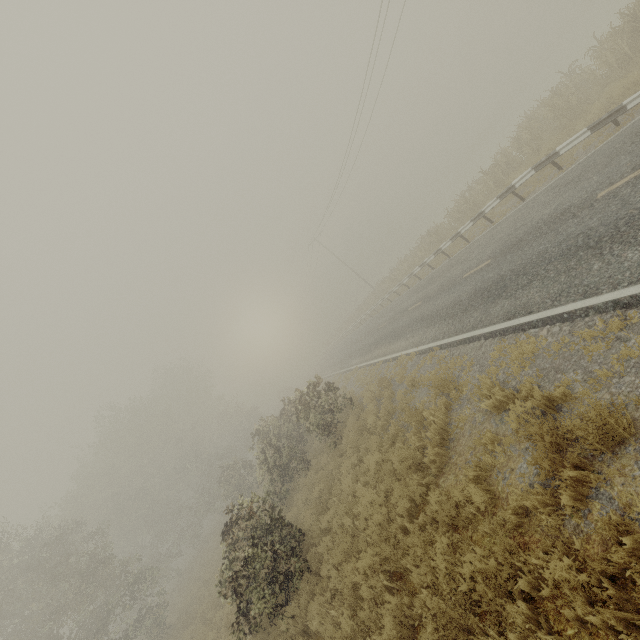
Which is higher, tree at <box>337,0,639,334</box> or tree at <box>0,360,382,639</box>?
tree at <box>0,360,382,639</box>

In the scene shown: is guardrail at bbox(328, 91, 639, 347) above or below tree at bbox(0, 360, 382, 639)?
below

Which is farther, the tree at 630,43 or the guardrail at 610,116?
the tree at 630,43

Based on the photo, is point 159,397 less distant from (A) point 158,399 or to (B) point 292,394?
(A) point 158,399

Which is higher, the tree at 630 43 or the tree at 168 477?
the tree at 168 477

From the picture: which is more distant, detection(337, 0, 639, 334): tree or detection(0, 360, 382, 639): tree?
detection(337, 0, 639, 334): tree

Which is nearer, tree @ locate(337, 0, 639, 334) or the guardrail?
the guardrail
